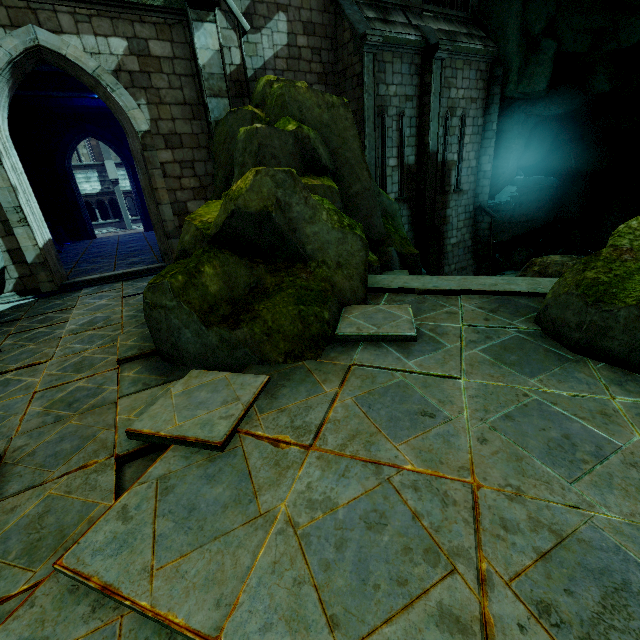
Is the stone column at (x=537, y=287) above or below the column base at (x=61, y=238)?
below

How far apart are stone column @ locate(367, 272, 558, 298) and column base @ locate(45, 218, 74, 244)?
16.7m

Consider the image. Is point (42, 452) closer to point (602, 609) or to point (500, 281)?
point (602, 609)

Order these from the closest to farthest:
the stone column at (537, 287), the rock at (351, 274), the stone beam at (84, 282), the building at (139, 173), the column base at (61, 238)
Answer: the rock at (351, 274) → the stone column at (537, 287) → the building at (139, 173) → the stone beam at (84, 282) → the column base at (61, 238)

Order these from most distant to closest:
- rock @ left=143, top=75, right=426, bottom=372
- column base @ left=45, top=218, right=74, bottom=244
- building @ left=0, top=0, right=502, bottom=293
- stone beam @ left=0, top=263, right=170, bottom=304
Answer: column base @ left=45, top=218, right=74, bottom=244
stone beam @ left=0, top=263, right=170, bottom=304
building @ left=0, top=0, right=502, bottom=293
rock @ left=143, top=75, right=426, bottom=372

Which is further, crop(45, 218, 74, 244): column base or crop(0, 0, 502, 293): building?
crop(45, 218, 74, 244): column base

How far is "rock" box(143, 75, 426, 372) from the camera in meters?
4.1

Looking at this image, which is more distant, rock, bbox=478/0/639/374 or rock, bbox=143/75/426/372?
rock, bbox=143/75/426/372
